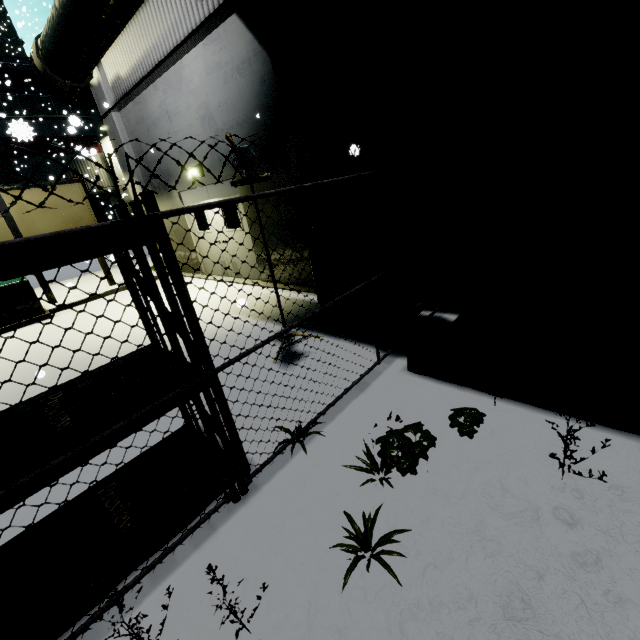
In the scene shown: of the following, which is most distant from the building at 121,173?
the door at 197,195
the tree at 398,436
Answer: the tree at 398,436

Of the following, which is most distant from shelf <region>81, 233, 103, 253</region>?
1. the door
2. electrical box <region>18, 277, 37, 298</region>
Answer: electrical box <region>18, 277, 37, 298</region>

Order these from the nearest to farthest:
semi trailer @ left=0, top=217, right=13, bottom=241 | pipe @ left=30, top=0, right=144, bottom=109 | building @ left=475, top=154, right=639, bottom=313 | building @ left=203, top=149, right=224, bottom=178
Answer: building @ left=475, top=154, right=639, bottom=313 → pipe @ left=30, top=0, right=144, bottom=109 → building @ left=203, top=149, right=224, bottom=178 → semi trailer @ left=0, top=217, right=13, bottom=241

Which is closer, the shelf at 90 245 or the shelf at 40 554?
the shelf at 90 245

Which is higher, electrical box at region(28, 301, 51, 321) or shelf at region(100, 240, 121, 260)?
shelf at region(100, 240, 121, 260)

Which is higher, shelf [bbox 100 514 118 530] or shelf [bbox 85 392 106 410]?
shelf [bbox 85 392 106 410]

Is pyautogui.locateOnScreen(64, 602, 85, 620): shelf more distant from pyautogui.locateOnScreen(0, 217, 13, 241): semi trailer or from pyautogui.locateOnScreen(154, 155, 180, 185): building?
pyautogui.locateOnScreen(0, 217, 13, 241): semi trailer

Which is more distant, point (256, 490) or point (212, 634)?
point (256, 490)
